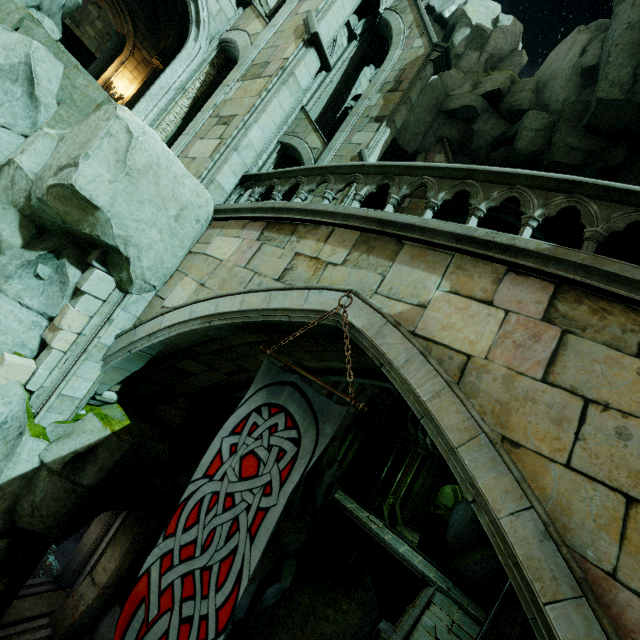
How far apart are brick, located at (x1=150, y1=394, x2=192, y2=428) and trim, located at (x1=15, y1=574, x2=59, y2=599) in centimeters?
Result: 616cm

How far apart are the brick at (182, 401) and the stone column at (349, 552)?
16.5 meters

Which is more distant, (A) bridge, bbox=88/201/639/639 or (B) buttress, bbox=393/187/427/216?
(B) buttress, bbox=393/187/427/216

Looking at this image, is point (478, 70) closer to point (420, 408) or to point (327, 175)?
point (327, 175)

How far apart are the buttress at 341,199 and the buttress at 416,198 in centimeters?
481cm

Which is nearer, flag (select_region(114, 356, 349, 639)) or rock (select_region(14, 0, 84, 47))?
flag (select_region(114, 356, 349, 639))

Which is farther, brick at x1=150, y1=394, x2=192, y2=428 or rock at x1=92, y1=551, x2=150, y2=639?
rock at x1=92, y1=551, x2=150, y2=639

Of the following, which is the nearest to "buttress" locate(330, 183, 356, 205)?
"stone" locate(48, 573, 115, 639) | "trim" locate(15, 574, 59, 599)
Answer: "stone" locate(48, 573, 115, 639)
